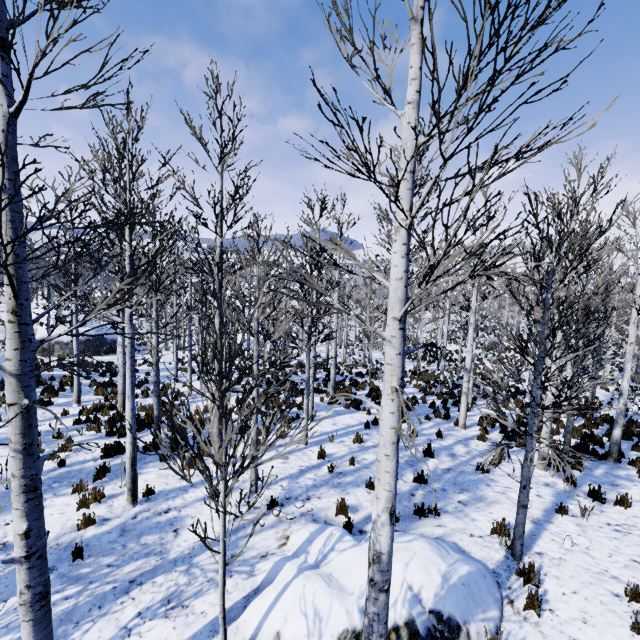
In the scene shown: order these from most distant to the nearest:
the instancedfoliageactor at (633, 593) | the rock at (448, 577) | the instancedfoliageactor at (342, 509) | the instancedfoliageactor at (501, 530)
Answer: the instancedfoliageactor at (342, 509) → the instancedfoliageactor at (501, 530) → the instancedfoliageactor at (633, 593) → the rock at (448, 577)

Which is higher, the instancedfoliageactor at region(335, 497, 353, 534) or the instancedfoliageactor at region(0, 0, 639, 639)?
the instancedfoliageactor at region(0, 0, 639, 639)

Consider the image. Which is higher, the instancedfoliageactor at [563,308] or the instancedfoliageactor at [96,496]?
the instancedfoliageactor at [563,308]

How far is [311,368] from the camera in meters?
11.9

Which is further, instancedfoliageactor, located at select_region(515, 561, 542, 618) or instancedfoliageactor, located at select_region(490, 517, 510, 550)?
instancedfoliageactor, located at select_region(490, 517, 510, 550)

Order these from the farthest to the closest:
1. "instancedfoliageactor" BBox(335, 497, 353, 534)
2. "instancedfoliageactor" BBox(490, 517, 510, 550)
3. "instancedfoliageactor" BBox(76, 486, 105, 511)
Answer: "instancedfoliageactor" BBox(76, 486, 105, 511) < "instancedfoliageactor" BBox(335, 497, 353, 534) < "instancedfoliageactor" BBox(490, 517, 510, 550)

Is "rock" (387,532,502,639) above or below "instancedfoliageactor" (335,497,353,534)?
above
